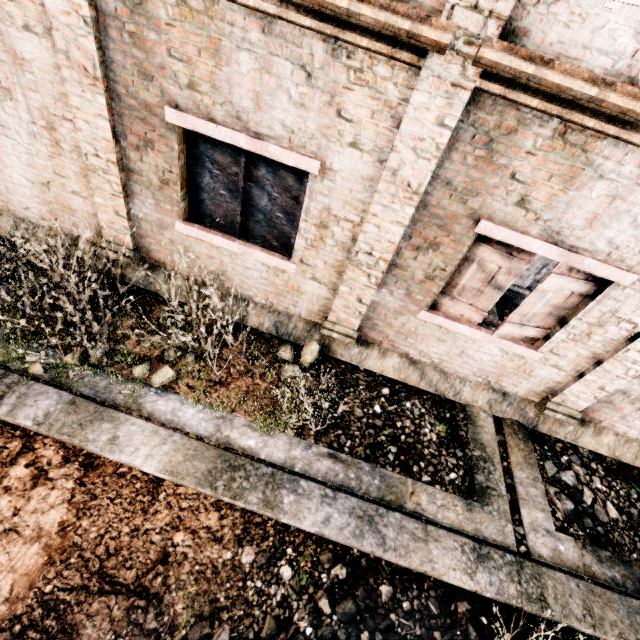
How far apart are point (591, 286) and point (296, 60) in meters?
5.0 m

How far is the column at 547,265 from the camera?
8.7m

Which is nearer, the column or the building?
the building

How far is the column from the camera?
8.7m

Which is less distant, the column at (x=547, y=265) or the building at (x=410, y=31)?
the building at (x=410, y=31)
